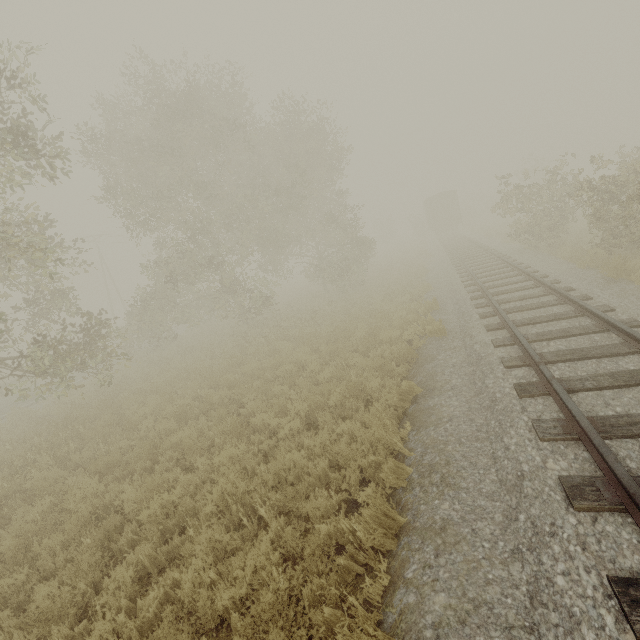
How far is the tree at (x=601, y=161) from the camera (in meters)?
10.80

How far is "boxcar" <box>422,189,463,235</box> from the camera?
35.8m

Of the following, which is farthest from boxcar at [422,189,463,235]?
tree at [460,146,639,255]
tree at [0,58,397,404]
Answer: tree at [0,58,397,404]

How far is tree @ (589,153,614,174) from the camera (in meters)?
10.80

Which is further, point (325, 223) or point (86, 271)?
point (325, 223)

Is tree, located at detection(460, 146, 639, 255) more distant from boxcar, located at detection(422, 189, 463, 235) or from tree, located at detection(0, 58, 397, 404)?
tree, located at detection(0, 58, 397, 404)

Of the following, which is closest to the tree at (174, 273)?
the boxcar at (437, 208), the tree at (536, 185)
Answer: the tree at (536, 185)
